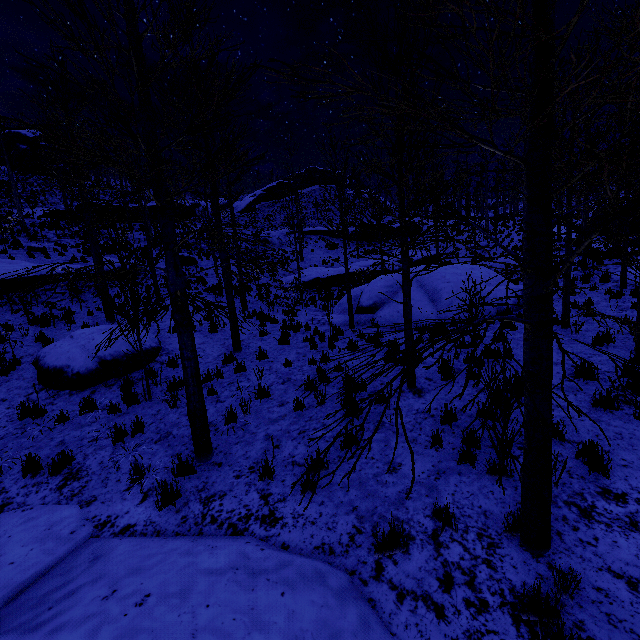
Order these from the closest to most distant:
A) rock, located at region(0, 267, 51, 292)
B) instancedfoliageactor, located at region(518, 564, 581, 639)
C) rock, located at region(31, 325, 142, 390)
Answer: instancedfoliageactor, located at region(518, 564, 581, 639) → rock, located at region(31, 325, 142, 390) → rock, located at region(0, 267, 51, 292)

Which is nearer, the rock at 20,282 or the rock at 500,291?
the rock at 500,291

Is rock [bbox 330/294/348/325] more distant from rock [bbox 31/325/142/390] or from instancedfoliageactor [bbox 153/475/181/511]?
instancedfoliageactor [bbox 153/475/181/511]

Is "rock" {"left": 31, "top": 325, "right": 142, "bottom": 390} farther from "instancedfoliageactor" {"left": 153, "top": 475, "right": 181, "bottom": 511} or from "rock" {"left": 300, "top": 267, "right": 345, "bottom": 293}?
"rock" {"left": 300, "top": 267, "right": 345, "bottom": 293}

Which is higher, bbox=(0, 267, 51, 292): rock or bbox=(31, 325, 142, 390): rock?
bbox=(0, 267, 51, 292): rock

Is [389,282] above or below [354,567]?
above

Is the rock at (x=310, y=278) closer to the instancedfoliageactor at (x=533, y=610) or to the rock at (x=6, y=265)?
the rock at (x=6, y=265)

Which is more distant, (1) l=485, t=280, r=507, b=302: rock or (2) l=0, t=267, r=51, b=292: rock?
(2) l=0, t=267, r=51, b=292: rock
